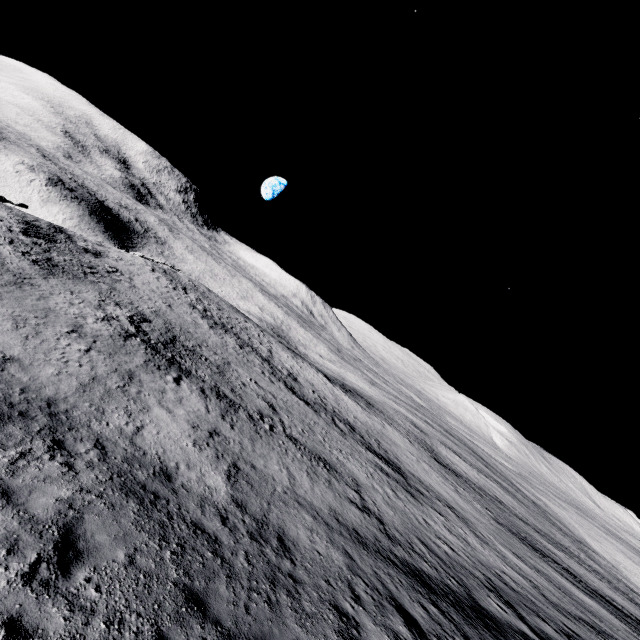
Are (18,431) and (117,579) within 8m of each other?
yes
